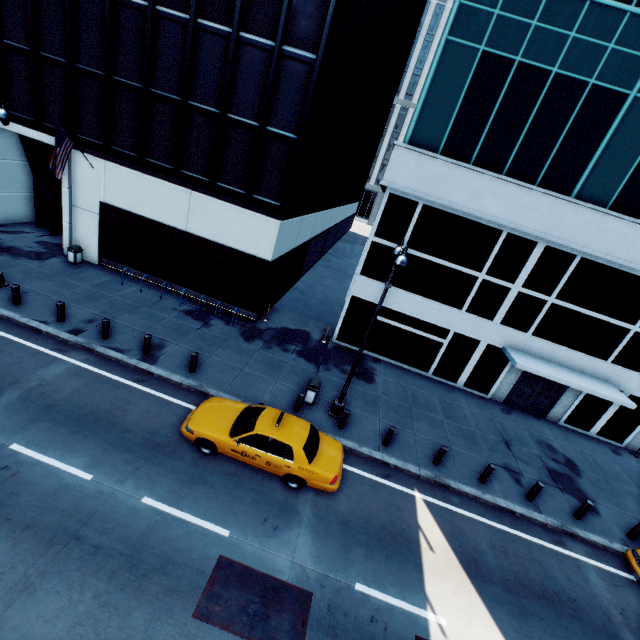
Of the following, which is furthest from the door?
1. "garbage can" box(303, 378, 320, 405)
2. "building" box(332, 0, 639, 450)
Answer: "garbage can" box(303, 378, 320, 405)

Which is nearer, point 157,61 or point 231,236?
point 157,61

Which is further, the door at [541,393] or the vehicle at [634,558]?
the door at [541,393]

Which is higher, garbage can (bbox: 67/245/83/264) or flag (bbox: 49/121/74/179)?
flag (bbox: 49/121/74/179)

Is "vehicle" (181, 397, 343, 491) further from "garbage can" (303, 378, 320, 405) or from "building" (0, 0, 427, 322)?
"building" (0, 0, 427, 322)

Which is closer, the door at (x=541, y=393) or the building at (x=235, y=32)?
the building at (x=235, y=32)

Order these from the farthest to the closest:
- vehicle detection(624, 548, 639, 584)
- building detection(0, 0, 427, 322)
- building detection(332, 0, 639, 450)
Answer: building detection(0, 0, 427, 322) → building detection(332, 0, 639, 450) → vehicle detection(624, 548, 639, 584)

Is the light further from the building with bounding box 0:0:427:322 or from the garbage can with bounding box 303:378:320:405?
the building with bounding box 0:0:427:322
